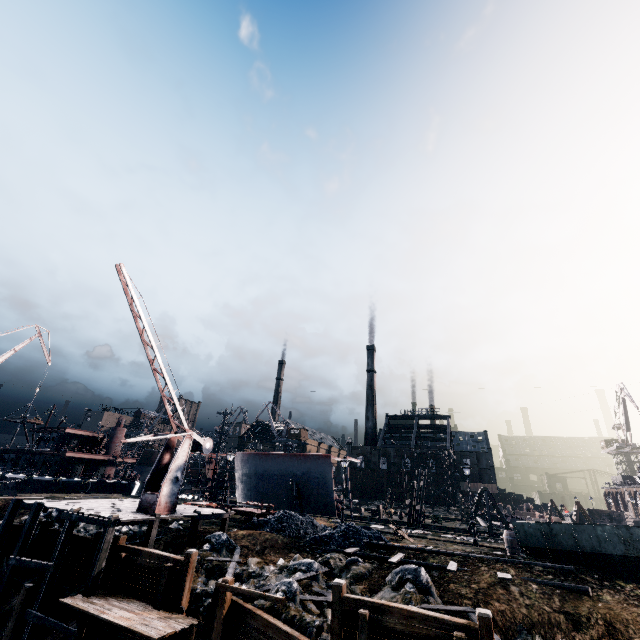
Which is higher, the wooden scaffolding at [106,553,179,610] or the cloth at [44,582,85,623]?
the wooden scaffolding at [106,553,179,610]

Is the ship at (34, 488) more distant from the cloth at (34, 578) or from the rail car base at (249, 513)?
the cloth at (34, 578)

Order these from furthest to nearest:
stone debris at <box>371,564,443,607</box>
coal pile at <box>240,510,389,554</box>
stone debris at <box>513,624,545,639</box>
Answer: coal pile at <box>240,510,389,554</box>
stone debris at <box>371,564,443,607</box>
stone debris at <box>513,624,545,639</box>

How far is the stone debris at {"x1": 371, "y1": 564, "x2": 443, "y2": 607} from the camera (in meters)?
13.01

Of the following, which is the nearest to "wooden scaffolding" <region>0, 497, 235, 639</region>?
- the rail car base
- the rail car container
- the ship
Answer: the rail car base

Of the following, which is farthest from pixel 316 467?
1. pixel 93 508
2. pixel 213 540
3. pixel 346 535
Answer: pixel 93 508

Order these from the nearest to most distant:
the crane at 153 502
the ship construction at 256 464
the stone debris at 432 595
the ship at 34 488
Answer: the stone debris at 432 595
the crane at 153 502
the ship construction at 256 464
the ship at 34 488

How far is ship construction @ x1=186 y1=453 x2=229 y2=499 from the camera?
48.6m
